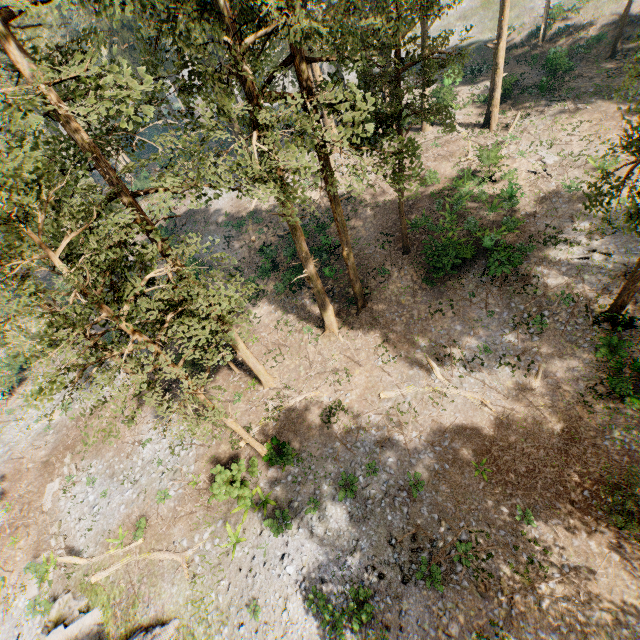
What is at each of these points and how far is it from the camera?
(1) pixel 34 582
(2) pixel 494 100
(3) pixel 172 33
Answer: (1) foliage, 19.8 meters
(2) foliage, 28.6 meters
(3) foliage, 11.3 meters

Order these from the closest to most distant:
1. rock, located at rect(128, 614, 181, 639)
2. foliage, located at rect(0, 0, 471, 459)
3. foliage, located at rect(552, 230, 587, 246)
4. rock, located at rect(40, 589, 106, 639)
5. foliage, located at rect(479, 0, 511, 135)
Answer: foliage, located at rect(0, 0, 471, 459), rock, located at rect(128, 614, 181, 639), rock, located at rect(40, 589, 106, 639), foliage, located at rect(552, 230, 587, 246), foliage, located at rect(479, 0, 511, 135)

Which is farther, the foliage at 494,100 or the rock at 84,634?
the foliage at 494,100

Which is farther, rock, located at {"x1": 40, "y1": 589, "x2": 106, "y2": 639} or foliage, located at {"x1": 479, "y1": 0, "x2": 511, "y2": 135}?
foliage, located at {"x1": 479, "y1": 0, "x2": 511, "y2": 135}

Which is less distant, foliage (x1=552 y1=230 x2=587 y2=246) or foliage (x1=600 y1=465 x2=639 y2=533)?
foliage (x1=600 y1=465 x2=639 y2=533)

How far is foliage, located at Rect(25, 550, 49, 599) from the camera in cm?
1948

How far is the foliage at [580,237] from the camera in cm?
2109
